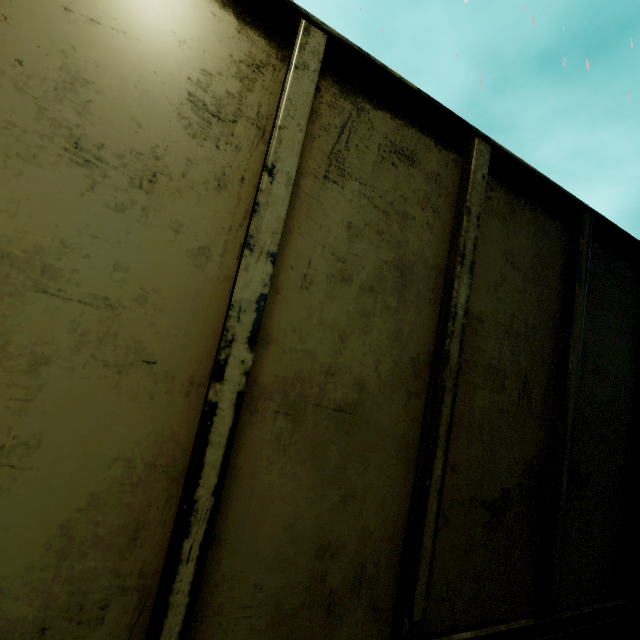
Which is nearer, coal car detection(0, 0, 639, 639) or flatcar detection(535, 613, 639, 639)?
coal car detection(0, 0, 639, 639)

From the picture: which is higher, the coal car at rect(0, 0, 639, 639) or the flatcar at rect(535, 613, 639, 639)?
the coal car at rect(0, 0, 639, 639)

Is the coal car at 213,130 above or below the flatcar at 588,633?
above

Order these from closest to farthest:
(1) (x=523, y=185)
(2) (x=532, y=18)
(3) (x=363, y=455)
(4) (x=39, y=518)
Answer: (4) (x=39, y=518) → (3) (x=363, y=455) → (1) (x=523, y=185) → (2) (x=532, y=18)

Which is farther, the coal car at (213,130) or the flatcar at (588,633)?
the flatcar at (588,633)
